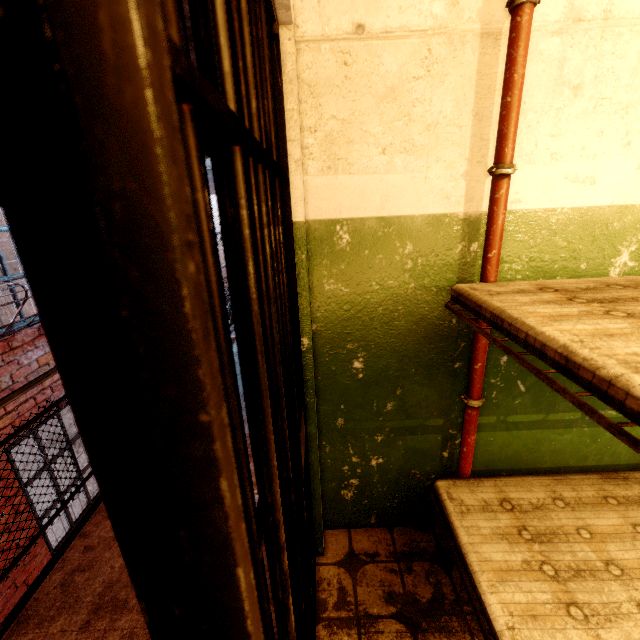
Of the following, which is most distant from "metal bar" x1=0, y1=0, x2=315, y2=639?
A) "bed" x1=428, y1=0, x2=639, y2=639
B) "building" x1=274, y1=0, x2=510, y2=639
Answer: "bed" x1=428, y1=0, x2=639, y2=639

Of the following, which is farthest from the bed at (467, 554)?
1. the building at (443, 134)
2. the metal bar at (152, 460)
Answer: the metal bar at (152, 460)

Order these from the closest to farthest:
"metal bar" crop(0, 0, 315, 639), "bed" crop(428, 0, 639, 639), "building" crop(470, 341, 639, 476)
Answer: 1. "metal bar" crop(0, 0, 315, 639)
2. "bed" crop(428, 0, 639, 639)
3. "building" crop(470, 341, 639, 476)

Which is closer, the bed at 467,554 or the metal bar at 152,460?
the metal bar at 152,460

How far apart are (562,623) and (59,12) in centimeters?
171cm

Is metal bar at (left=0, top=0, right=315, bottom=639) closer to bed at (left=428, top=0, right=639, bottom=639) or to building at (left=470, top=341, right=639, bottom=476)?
building at (left=470, top=341, right=639, bottom=476)

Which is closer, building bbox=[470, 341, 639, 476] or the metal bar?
the metal bar
